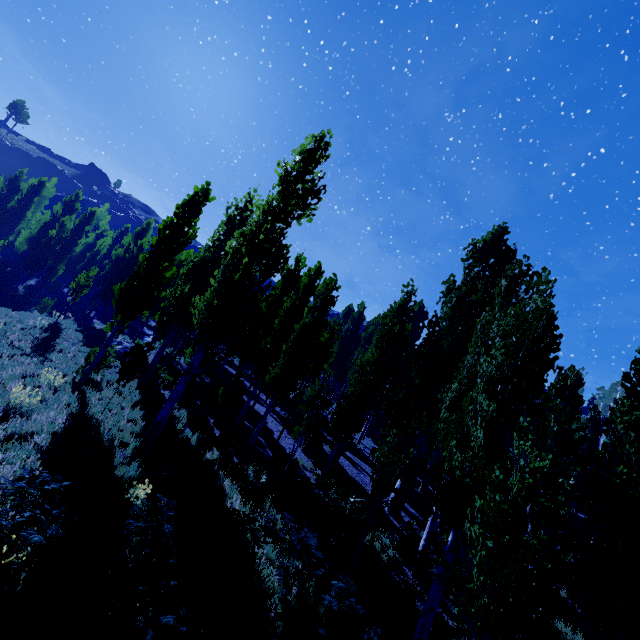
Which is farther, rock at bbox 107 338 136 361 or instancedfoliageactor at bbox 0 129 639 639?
rock at bbox 107 338 136 361

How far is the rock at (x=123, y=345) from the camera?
Answer: 18.45m

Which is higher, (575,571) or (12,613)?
(575,571)

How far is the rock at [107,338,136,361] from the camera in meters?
18.4 m

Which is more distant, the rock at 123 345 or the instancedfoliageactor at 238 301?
the rock at 123 345
